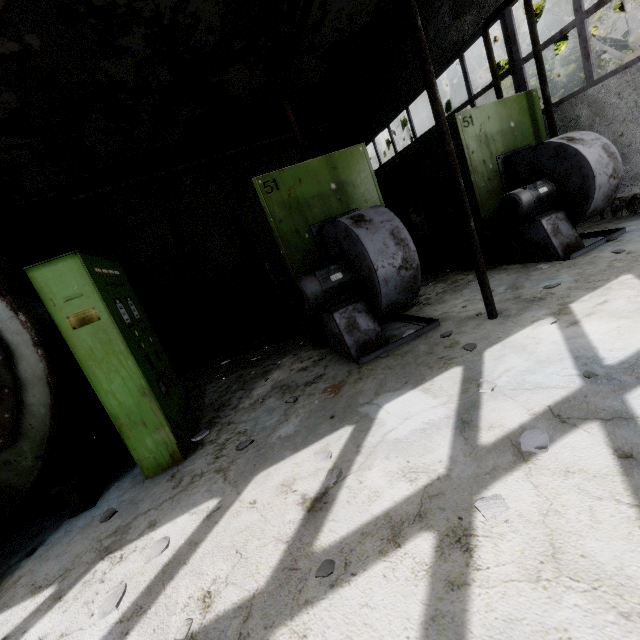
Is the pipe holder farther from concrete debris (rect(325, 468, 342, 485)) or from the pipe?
the pipe

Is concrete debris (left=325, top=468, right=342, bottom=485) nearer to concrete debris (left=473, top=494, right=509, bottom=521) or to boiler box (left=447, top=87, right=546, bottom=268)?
concrete debris (left=473, top=494, right=509, bottom=521)

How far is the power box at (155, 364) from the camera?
3.1m

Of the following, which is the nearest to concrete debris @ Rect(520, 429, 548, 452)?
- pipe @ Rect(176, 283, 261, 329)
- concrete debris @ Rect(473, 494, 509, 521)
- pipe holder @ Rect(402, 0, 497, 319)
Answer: concrete debris @ Rect(473, 494, 509, 521)

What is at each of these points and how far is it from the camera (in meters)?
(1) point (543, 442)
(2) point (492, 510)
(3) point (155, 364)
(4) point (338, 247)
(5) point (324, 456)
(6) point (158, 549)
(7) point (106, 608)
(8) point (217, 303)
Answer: (1) concrete debris, 2.01
(2) concrete debris, 1.73
(3) power box, 3.96
(4) fan motor, 4.86
(5) concrete debris, 2.70
(6) concrete debris, 2.38
(7) concrete debris, 2.05
(8) pipe, 13.13

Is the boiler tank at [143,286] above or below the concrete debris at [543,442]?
above

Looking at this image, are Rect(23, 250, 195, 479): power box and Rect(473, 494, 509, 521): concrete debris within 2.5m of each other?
no

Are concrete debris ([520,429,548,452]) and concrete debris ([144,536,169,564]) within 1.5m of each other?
no
